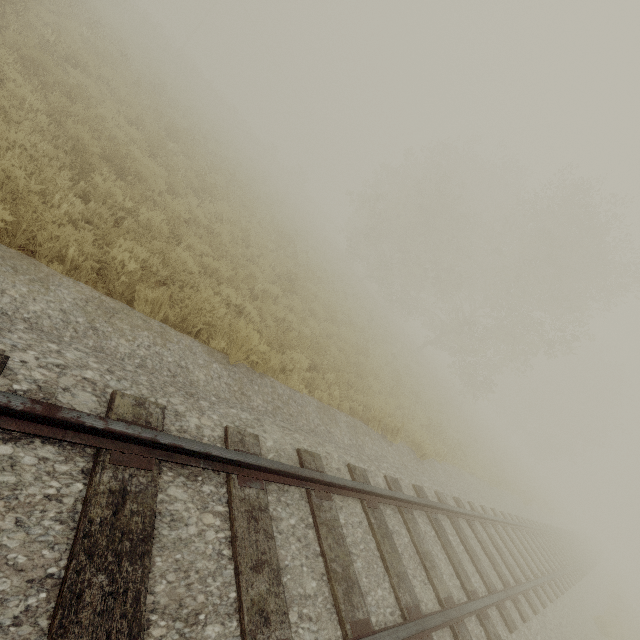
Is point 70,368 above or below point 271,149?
below
